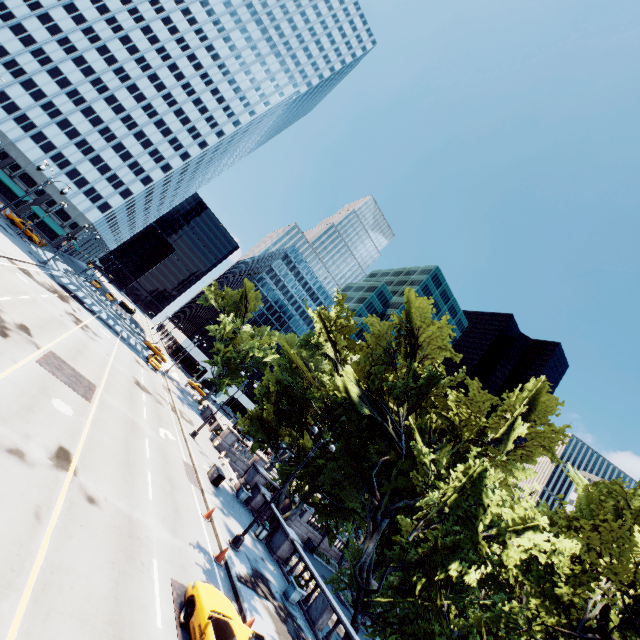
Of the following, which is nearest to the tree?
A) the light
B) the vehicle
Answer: the light

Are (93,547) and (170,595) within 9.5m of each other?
yes

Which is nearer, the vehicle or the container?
the vehicle

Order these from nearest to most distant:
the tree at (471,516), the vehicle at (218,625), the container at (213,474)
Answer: the vehicle at (218,625)
the tree at (471,516)
the container at (213,474)

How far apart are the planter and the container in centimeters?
803cm

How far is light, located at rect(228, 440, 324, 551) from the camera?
16.58m

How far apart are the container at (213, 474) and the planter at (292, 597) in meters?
8.0

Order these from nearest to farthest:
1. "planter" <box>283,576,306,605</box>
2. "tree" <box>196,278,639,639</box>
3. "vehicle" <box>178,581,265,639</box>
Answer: "vehicle" <box>178,581,265,639</box> → "tree" <box>196,278,639,639</box> → "planter" <box>283,576,306,605</box>
